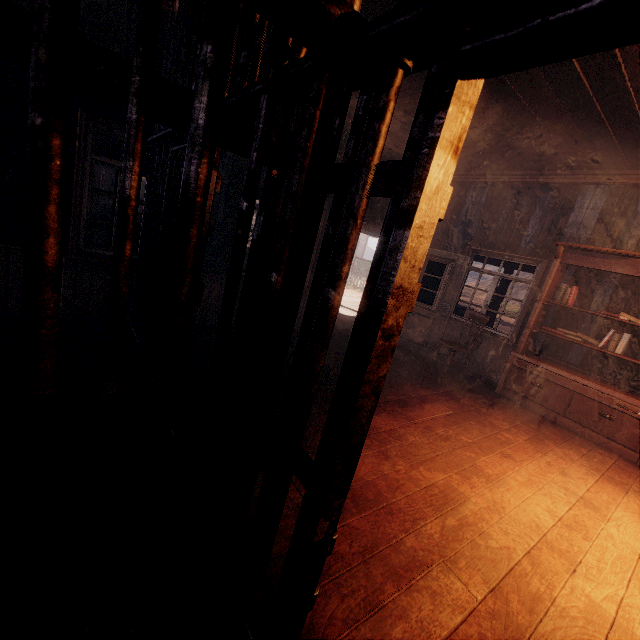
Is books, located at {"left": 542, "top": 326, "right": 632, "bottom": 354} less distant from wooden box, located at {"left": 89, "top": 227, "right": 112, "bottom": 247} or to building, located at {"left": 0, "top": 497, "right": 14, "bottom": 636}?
building, located at {"left": 0, "top": 497, "right": 14, "bottom": 636}

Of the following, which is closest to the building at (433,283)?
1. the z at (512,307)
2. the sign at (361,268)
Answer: the z at (512,307)

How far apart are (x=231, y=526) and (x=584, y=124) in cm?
569

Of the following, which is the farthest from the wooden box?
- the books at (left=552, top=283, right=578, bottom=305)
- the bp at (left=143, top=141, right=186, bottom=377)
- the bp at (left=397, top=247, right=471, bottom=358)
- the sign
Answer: the sign

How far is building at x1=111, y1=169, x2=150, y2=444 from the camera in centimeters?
247cm

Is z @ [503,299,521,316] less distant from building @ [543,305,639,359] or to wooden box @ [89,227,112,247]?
building @ [543,305,639,359]

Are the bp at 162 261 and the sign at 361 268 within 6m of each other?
no

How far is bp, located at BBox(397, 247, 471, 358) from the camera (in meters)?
6.34
